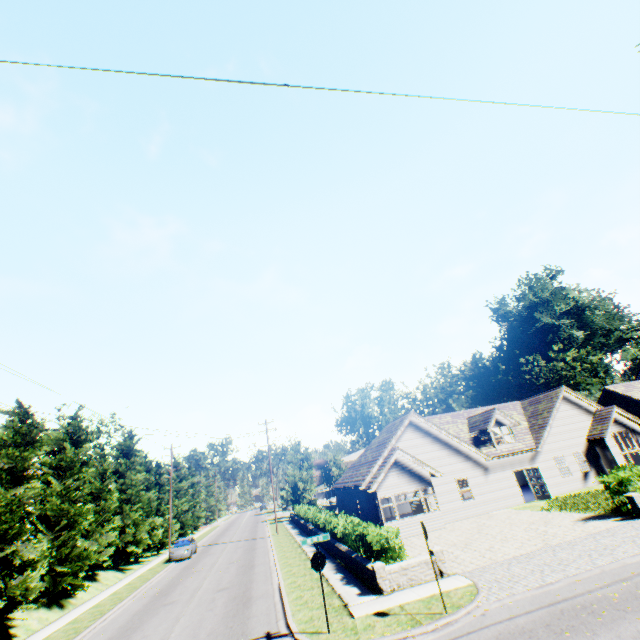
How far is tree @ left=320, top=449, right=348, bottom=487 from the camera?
48.5m

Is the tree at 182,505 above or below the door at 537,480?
above

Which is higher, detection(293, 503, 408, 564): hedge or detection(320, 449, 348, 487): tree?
detection(320, 449, 348, 487): tree

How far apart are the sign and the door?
21.3m

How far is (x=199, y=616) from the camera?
13.8m

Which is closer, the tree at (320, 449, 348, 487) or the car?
the car

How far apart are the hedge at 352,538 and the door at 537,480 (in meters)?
14.36

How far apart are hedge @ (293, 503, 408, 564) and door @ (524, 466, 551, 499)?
14.4m
